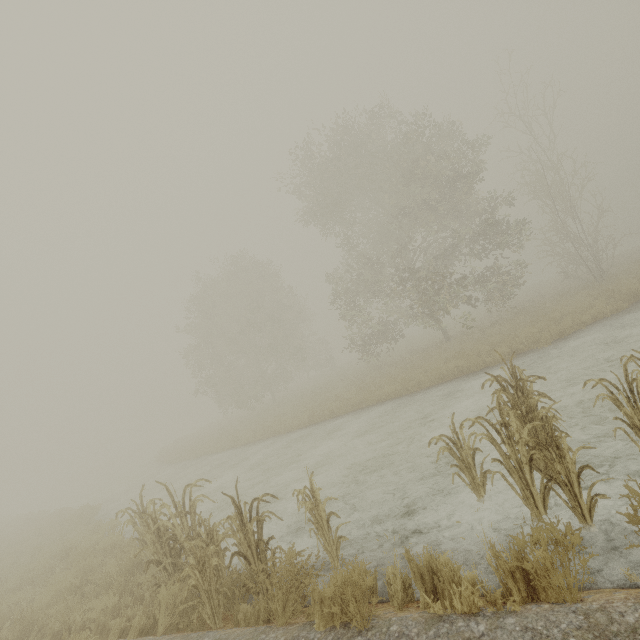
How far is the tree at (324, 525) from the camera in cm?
490

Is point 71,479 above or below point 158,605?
above

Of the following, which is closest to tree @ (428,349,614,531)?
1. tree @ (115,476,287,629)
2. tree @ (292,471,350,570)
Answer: tree @ (292,471,350,570)

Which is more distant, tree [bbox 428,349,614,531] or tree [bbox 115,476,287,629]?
tree [bbox 115,476,287,629]

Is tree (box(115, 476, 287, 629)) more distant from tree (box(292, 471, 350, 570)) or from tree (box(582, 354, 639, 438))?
tree (box(582, 354, 639, 438))

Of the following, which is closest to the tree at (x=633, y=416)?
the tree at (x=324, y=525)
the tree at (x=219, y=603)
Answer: the tree at (x=324, y=525)
